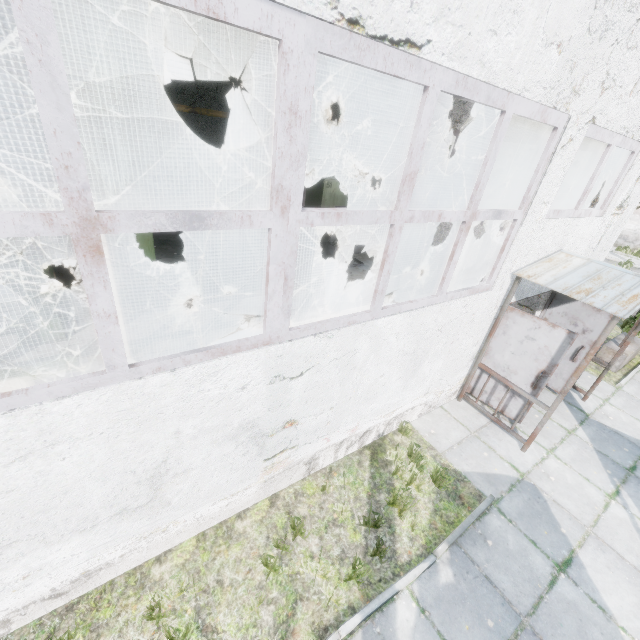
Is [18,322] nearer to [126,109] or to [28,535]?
[28,535]

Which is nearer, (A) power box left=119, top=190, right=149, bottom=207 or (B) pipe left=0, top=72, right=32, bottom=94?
(B) pipe left=0, top=72, right=32, bottom=94

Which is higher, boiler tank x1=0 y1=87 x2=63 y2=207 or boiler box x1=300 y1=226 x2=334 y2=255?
boiler tank x1=0 y1=87 x2=63 y2=207

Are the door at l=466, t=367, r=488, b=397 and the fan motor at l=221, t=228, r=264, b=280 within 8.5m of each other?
yes

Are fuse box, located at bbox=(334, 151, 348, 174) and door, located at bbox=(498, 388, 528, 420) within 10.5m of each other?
no

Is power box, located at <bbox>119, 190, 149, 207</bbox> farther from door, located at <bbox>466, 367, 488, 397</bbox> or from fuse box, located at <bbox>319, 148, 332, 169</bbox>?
fuse box, located at <bbox>319, 148, 332, 169</bbox>

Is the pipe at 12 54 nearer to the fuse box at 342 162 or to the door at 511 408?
the fuse box at 342 162

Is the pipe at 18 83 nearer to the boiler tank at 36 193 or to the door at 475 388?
the door at 475 388
